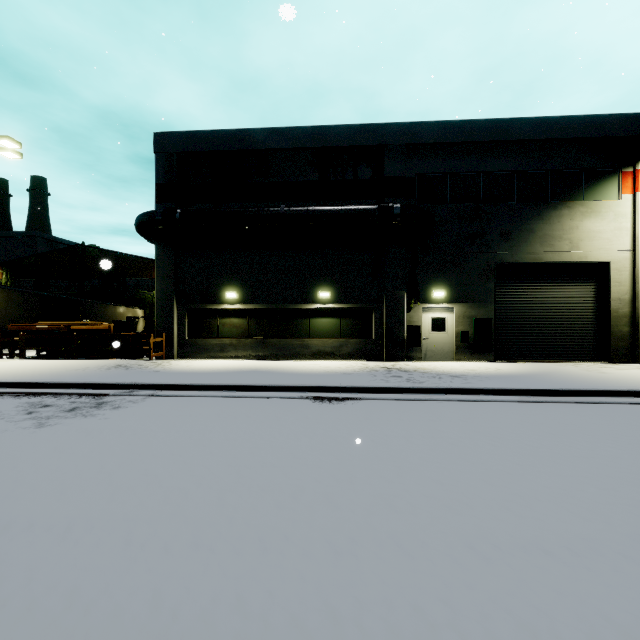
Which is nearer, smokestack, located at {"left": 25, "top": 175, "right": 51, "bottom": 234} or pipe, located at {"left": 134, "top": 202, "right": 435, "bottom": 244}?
pipe, located at {"left": 134, "top": 202, "right": 435, "bottom": 244}

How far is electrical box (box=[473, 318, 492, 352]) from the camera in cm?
1450

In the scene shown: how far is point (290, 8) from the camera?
1.97m

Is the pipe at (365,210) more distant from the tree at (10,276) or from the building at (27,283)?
the tree at (10,276)

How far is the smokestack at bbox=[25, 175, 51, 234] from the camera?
57.44m

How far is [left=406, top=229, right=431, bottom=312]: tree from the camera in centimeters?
1480cm

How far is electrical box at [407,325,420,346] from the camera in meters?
14.7

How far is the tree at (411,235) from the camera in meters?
14.8
